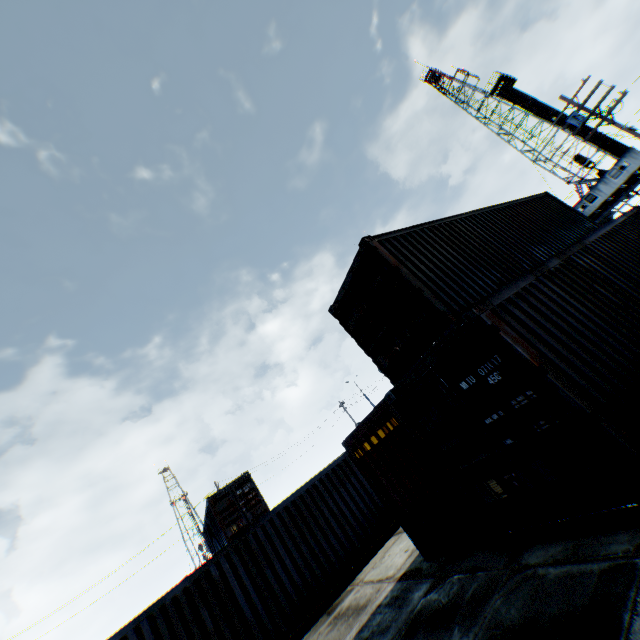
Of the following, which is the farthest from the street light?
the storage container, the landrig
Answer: the landrig

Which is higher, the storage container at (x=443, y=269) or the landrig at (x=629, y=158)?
the landrig at (x=629, y=158)

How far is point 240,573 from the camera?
9.0 meters

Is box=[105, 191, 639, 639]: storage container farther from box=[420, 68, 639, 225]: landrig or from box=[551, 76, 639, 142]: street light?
box=[420, 68, 639, 225]: landrig

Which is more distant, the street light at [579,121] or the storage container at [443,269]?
the street light at [579,121]

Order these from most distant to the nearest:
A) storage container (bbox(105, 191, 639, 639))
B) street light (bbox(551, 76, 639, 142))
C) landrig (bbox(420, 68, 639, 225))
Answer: landrig (bbox(420, 68, 639, 225))
street light (bbox(551, 76, 639, 142))
storage container (bbox(105, 191, 639, 639))
